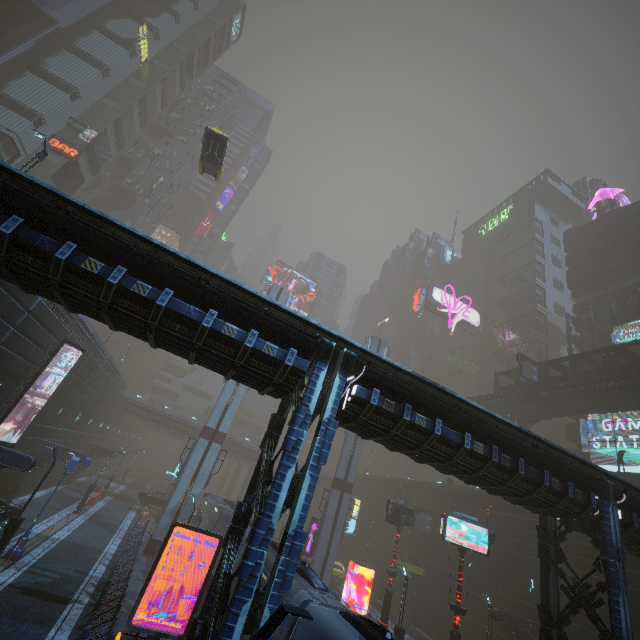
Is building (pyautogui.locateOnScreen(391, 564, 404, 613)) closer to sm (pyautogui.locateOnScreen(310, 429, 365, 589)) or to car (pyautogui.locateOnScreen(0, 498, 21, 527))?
car (pyautogui.locateOnScreen(0, 498, 21, 527))

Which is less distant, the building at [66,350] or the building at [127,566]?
the building at [127,566]

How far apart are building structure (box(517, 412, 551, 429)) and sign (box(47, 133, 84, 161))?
60.4 meters

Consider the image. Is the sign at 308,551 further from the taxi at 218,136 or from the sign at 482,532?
the taxi at 218,136

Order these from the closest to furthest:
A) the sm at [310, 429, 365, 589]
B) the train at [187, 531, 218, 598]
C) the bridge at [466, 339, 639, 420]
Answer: the train at [187, 531, 218, 598]
the bridge at [466, 339, 639, 420]
the sm at [310, 429, 365, 589]

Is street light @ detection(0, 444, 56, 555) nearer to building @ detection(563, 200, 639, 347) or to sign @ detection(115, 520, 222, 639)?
building @ detection(563, 200, 639, 347)

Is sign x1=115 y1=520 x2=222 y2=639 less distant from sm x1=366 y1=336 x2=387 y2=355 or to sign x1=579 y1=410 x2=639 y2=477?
sm x1=366 y1=336 x2=387 y2=355

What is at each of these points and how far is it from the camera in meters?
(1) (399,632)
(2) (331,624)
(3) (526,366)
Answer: (1) street light, 20.0 m
(2) train, 9.8 m
(3) sign, 33.3 m
